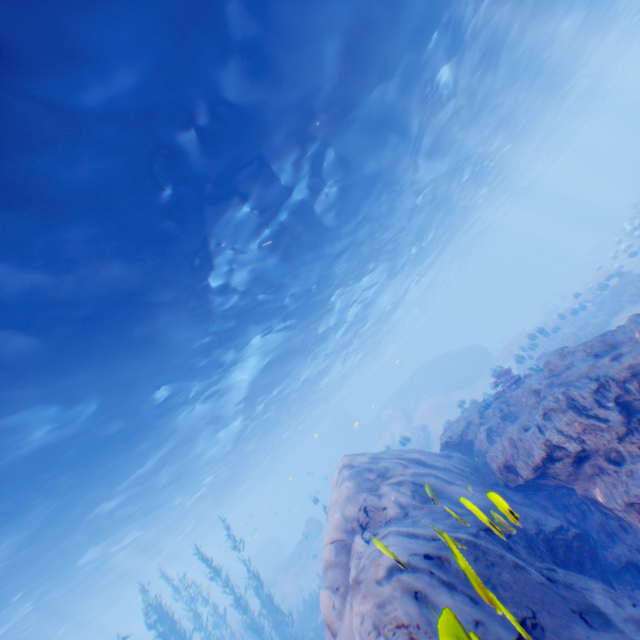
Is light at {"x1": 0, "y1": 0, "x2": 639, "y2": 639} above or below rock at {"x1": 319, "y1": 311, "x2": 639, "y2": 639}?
above

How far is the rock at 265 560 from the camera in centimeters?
4025cm

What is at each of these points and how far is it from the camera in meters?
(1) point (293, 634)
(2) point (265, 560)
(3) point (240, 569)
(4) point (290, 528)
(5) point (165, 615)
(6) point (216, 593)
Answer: (1) instancedfoliageactor, 15.6
(2) rock, 41.2
(3) rock, 52.1
(4) submarine, 56.9
(5) instancedfoliageactor, 16.1
(6) rock, 49.8

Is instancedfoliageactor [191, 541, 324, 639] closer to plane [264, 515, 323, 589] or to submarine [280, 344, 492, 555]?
submarine [280, 344, 492, 555]

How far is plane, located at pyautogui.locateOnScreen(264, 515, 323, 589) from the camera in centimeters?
3006cm

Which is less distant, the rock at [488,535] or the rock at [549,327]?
the rock at [488,535]

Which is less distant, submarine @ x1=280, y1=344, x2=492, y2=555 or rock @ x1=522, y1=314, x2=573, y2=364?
rock @ x1=522, y1=314, x2=573, y2=364

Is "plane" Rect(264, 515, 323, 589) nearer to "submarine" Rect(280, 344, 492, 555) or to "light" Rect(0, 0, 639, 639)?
"submarine" Rect(280, 344, 492, 555)
